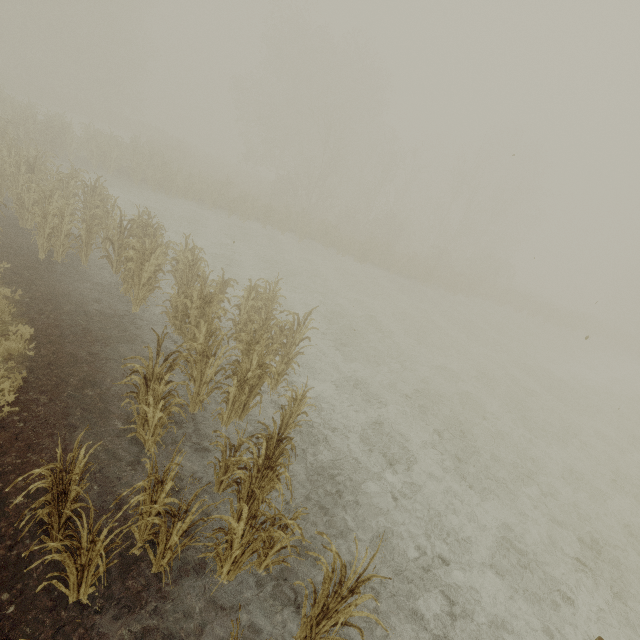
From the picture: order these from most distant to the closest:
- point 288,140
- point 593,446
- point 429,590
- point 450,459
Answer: point 288,140 → point 593,446 → point 450,459 → point 429,590
